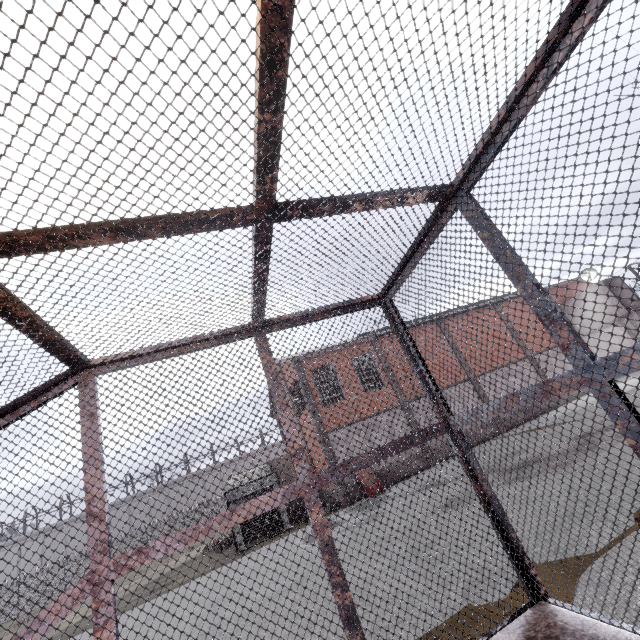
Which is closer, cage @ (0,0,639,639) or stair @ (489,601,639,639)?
cage @ (0,0,639,639)

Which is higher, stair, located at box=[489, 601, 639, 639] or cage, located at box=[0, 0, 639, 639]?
cage, located at box=[0, 0, 639, 639]

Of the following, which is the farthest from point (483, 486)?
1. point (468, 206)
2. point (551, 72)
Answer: point (551, 72)

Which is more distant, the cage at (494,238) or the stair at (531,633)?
the stair at (531,633)

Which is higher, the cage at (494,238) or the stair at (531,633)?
the cage at (494,238)
